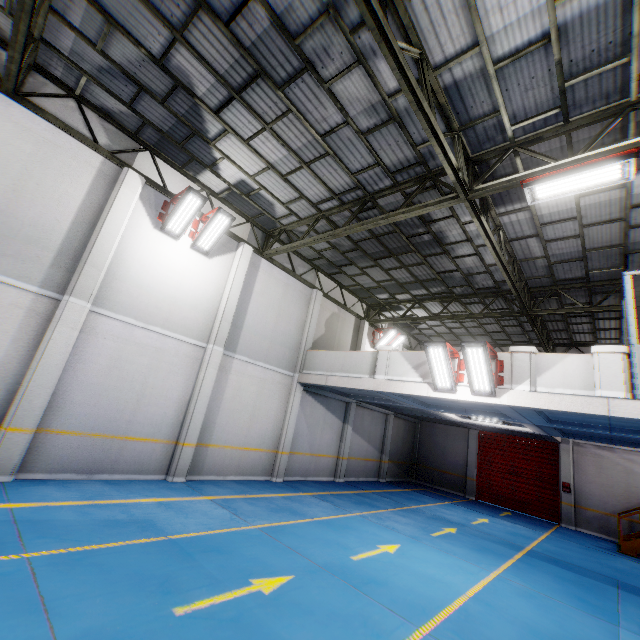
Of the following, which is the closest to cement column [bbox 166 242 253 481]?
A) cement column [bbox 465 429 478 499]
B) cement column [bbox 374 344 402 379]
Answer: cement column [bbox 374 344 402 379]

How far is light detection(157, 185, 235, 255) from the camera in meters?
9.3 m

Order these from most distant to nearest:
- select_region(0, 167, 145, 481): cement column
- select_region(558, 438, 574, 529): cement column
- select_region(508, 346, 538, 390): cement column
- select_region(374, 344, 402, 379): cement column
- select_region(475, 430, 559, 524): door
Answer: select_region(475, 430, 559, 524): door → select_region(558, 438, 574, 529): cement column → select_region(374, 344, 402, 379): cement column → select_region(508, 346, 538, 390): cement column → select_region(0, 167, 145, 481): cement column

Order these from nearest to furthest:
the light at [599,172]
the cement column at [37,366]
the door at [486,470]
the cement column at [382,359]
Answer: the light at [599,172] → the cement column at [37,366] → the cement column at [382,359] → the door at [486,470]

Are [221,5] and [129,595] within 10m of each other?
yes

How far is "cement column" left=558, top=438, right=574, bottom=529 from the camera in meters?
15.3 m

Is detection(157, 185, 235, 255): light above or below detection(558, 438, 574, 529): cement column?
above

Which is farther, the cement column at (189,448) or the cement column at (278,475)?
the cement column at (278,475)
